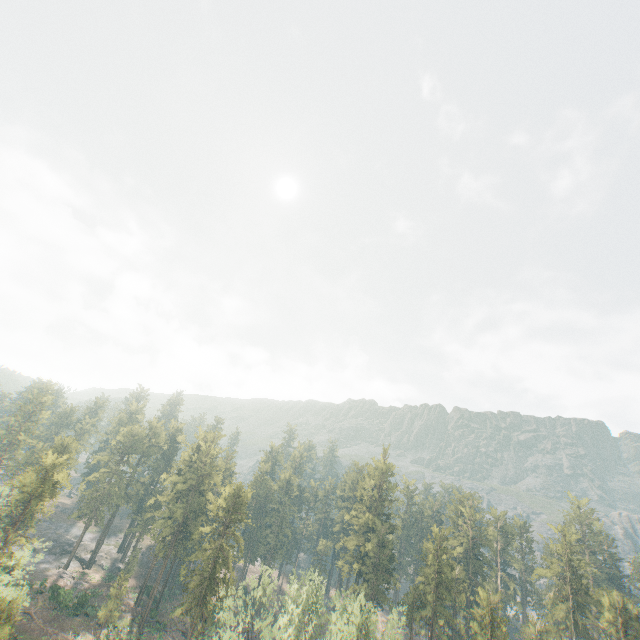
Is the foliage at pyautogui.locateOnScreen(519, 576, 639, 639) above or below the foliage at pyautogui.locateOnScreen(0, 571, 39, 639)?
above

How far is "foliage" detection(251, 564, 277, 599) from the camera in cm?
3497

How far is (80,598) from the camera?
55.8m

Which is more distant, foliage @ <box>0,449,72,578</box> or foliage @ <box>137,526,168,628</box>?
foliage @ <box>137,526,168,628</box>

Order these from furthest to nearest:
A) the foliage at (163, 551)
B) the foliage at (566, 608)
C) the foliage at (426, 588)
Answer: the foliage at (163, 551) < the foliage at (566, 608) < the foliage at (426, 588)

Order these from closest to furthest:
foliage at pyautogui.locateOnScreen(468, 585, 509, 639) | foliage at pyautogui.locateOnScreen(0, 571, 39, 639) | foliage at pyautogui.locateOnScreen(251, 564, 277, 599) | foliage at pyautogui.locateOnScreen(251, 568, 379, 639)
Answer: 1. foliage at pyautogui.locateOnScreen(0, 571, 39, 639)
2. foliage at pyautogui.locateOnScreen(251, 564, 277, 599)
3. foliage at pyautogui.locateOnScreen(251, 568, 379, 639)
4. foliage at pyautogui.locateOnScreen(468, 585, 509, 639)

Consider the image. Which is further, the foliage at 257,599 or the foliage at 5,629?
the foliage at 257,599
